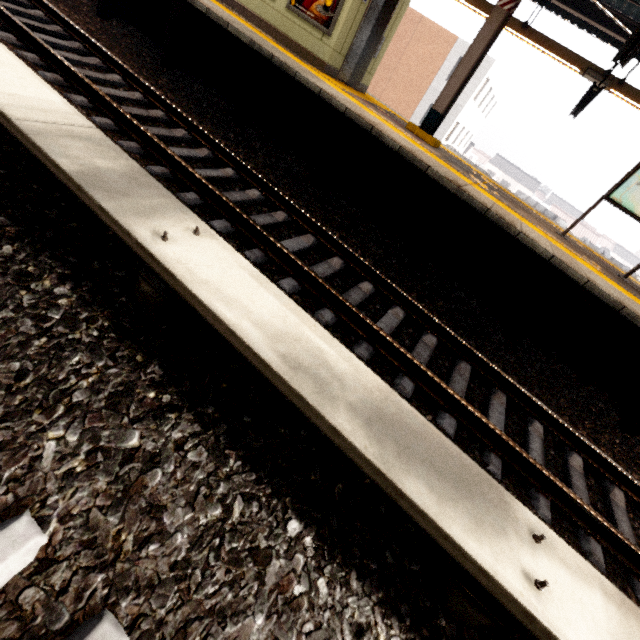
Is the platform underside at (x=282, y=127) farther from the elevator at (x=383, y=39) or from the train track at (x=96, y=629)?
the train track at (x=96, y=629)

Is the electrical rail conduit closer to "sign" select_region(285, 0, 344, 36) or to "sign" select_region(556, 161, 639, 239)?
"sign" select_region(285, 0, 344, 36)

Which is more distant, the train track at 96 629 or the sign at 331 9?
the sign at 331 9

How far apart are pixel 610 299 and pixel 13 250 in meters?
5.8

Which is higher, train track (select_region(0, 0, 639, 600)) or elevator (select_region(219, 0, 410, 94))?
elevator (select_region(219, 0, 410, 94))

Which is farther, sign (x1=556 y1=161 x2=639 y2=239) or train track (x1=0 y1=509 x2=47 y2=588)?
sign (x1=556 y1=161 x2=639 y2=239)

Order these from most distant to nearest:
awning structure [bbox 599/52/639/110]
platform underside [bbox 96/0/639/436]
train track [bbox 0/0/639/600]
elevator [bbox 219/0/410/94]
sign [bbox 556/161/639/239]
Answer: awning structure [bbox 599/52/639/110], elevator [bbox 219/0/410/94], sign [bbox 556/161/639/239], platform underside [bbox 96/0/639/436], train track [bbox 0/0/639/600]

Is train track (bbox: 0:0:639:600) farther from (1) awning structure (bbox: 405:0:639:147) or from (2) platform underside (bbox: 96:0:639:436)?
(1) awning structure (bbox: 405:0:639:147)
